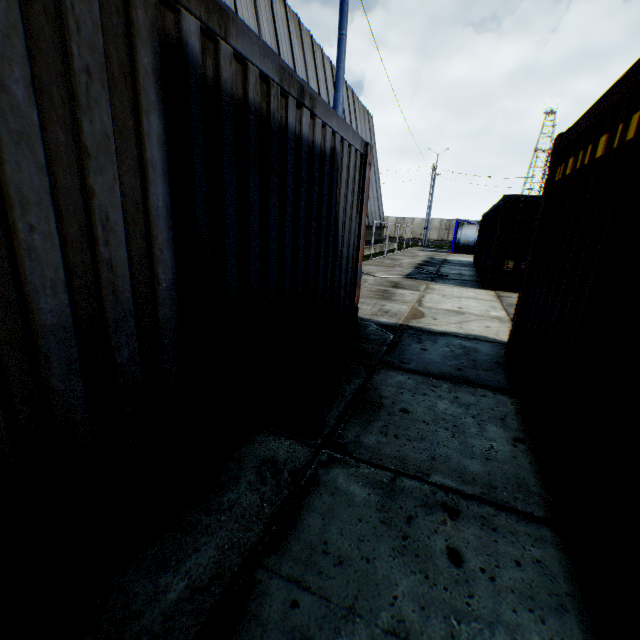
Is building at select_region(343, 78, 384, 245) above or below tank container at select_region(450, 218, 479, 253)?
above

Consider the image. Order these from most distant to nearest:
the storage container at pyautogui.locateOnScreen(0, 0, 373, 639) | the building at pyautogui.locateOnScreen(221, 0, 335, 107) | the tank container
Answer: the tank container < the building at pyautogui.locateOnScreen(221, 0, 335, 107) < the storage container at pyautogui.locateOnScreen(0, 0, 373, 639)

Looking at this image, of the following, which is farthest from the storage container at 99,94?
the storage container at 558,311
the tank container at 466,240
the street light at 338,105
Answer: the tank container at 466,240

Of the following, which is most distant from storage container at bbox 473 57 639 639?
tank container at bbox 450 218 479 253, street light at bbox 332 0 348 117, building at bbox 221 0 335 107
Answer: tank container at bbox 450 218 479 253

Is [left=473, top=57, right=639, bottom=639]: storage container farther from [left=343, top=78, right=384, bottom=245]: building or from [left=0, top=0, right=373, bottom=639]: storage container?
[left=343, top=78, right=384, bottom=245]: building

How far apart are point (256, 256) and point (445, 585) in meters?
2.5

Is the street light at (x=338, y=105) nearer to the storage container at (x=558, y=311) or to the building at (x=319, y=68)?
the building at (x=319, y=68)

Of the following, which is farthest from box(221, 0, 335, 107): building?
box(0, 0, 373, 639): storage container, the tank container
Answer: the tank container
